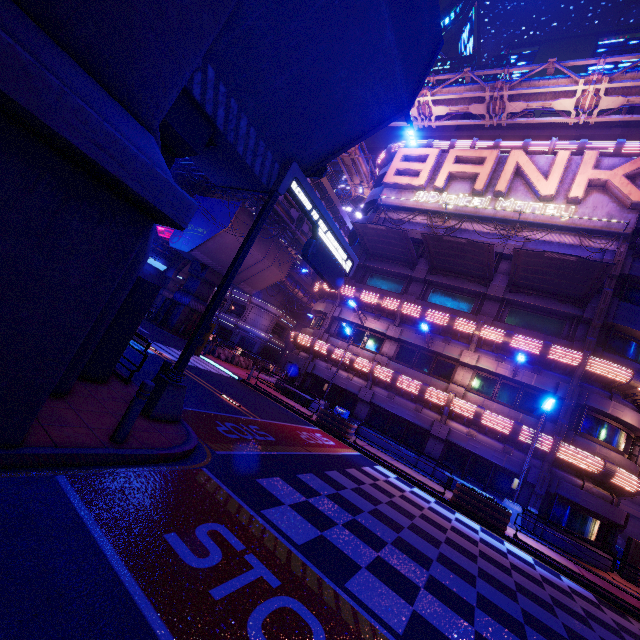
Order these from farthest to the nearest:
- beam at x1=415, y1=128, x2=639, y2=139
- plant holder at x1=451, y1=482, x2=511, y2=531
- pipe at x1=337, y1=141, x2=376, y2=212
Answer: pipe at x1=337, y1=141, x2=376, y2=212 < beam at x1=415, y1=128, x2=639, y2=139 < plant holder at x1=451, y1=482, x2=511, y2=531

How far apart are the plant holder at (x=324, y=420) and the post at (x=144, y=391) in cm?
1314

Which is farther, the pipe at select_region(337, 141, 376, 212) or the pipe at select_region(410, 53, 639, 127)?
the pipe at select_region(337, 141, 376, 212)

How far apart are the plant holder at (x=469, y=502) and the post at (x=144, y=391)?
13.9m

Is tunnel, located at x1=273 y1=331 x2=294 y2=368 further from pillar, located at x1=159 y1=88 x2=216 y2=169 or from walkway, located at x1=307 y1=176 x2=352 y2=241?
pillar, located at x1=159 y1=88 x2=216 y2=169

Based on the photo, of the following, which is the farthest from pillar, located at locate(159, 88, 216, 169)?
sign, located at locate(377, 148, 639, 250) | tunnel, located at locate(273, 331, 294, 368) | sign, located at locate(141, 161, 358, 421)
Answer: tunnel, located at locate(273, 331, 294, 368)

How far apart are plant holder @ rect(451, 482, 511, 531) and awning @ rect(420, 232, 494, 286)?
11.8 meters

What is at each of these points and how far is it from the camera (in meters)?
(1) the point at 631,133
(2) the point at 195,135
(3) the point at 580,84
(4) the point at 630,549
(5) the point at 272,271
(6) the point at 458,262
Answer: (1) beam, 21.45
(2) pillar, 8.32
(3) pipe, 18.33
(4) atm, 16.00
(5) walkway, 36.25
(6) awning, 20.39
